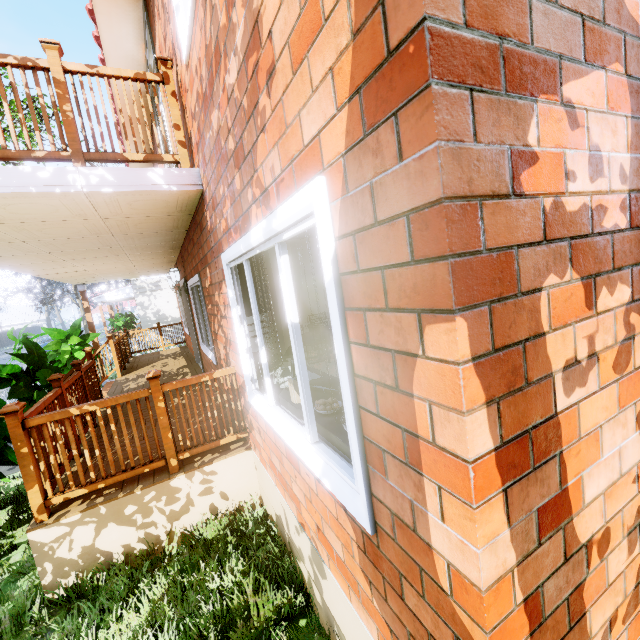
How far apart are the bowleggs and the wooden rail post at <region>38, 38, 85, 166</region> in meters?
2.9

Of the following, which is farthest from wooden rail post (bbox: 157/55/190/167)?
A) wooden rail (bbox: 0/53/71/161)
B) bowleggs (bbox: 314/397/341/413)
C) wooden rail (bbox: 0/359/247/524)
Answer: bowleggs (bbox: 314/397/341/413)

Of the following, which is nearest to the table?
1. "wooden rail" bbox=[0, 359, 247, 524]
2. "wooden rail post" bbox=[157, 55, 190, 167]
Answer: "wooden rail" bbox=[0, 359, 247, 524]

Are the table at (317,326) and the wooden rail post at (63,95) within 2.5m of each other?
no

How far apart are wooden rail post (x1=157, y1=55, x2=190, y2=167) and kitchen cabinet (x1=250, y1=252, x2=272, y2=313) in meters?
→ 0.9 m

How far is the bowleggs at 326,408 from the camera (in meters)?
2.08

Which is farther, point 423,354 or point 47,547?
point 47,547

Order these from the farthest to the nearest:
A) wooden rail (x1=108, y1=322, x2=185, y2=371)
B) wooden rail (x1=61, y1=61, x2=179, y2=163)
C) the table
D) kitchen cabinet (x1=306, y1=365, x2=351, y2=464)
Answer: wooden rail (x1=108, y1=322, x2=185, y2=371) < the table < wooden rail (x1=61, y1=61, x2=179, y2=163) < kitchen cabinet (x1=306, y1=365, x2=351, y2=464)
